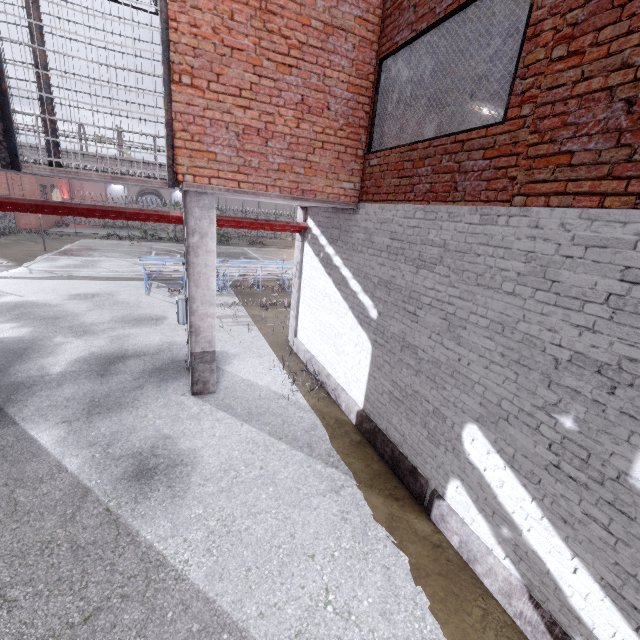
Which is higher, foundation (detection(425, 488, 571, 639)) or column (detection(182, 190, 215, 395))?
column (detection(182, 190, 215, 395))

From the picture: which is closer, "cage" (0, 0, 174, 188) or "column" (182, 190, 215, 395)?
"cage" (0, 0, 174, 188)

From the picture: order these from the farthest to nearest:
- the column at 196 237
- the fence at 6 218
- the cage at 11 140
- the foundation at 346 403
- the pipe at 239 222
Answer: the fence at 6 218
the pipe at 239 222
the column at 196 237
the foundation at 346 403
the cage at 11 140

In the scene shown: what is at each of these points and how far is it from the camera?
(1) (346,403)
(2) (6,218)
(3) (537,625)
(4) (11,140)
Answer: (1) foundation, 6.6 meters
(2) fence, 24.9 meters
(3) foundation, 3.1 meters
(4) cage, 4.2 meters

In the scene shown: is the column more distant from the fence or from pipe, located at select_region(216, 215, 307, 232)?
the fence

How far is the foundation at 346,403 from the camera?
4.72m

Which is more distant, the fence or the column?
the fence

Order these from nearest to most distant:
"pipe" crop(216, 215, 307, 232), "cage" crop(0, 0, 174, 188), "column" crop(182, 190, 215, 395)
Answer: "cage" crop(0, 0, 174, 188), "column" crop(182, 190, 215, 395), "pipe" crop(216, 215, 307, 232)
